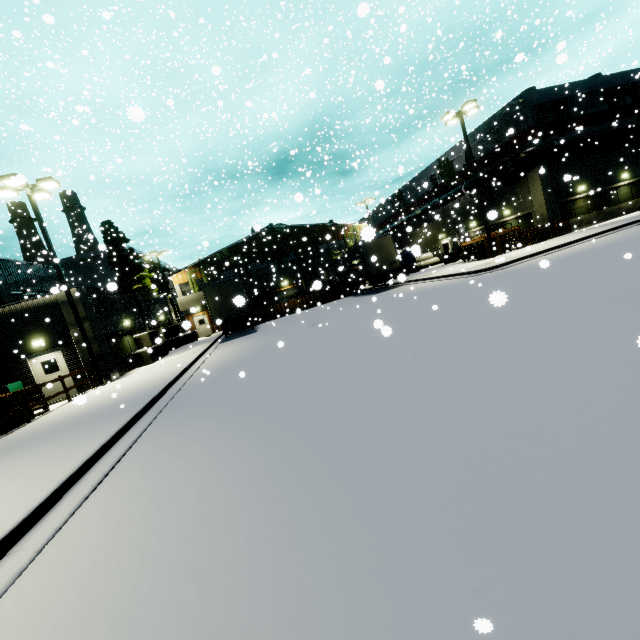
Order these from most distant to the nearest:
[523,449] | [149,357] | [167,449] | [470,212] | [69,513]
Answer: [470,212] → [149,357] → [167,449] → [69,513] → [523,449]

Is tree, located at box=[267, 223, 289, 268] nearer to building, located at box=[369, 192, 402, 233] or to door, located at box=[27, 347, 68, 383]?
building, located at box=[369, 192, 402, 233]

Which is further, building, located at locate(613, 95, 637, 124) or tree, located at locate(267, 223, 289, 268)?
tree, located at locate(267, 223, 289, 268)

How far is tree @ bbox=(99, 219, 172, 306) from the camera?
32.2m

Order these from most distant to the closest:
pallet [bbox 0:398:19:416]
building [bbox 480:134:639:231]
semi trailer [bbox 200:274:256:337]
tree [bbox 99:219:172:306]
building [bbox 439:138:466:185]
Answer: tree [bbox 99:219:172:306], building [bbox 439:138:466:185], building [bbox 480:134:639:231], semi trailer [bbox 200:274:256:337], pallet [bbox 0:398:19:416]

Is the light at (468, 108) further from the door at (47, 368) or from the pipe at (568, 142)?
the door at (47, 368)

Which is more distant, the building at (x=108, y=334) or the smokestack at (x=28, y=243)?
the smokestack at (x=28, y=243)

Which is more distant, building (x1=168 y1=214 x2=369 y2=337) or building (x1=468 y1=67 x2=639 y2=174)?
building (x1=168 y1=214 x2=369 y2=337)
